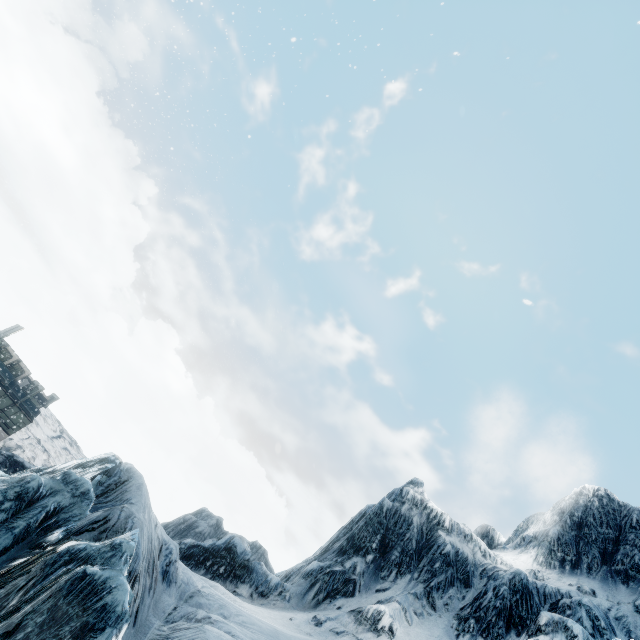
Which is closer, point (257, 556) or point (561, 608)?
point (561, 608)
